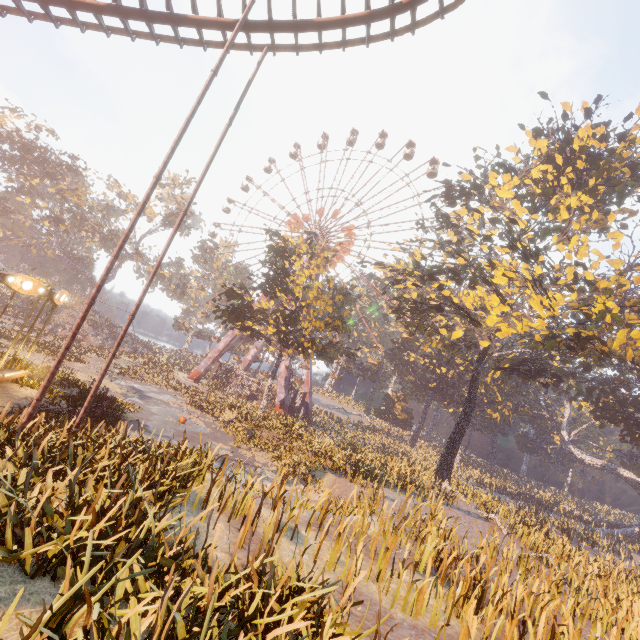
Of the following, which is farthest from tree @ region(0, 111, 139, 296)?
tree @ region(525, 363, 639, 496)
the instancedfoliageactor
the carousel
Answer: tree @ region(525, 363, 639, 496)

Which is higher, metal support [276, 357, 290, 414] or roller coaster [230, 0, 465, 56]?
roller coaster [230, 0, 465, 56]

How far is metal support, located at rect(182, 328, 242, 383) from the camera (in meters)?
45.19

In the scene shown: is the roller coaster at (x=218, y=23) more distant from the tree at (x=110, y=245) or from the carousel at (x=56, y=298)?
the tree at (x=110, y=245)

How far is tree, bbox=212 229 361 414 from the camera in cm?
2709

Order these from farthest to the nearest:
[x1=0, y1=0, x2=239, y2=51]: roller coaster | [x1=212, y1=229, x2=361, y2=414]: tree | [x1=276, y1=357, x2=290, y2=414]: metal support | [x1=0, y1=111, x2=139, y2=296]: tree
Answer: [x1=0, y1=111, x2=139, y2=296]: tree → [x1=276, y1=357, x2=290, y2=414]: metal support → [x1=212, y1=229, x2=361, y2=414]: tree → [x1=0, y1=0, x2=239, y2=51]: roller coaster

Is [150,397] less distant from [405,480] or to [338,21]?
[405,480]

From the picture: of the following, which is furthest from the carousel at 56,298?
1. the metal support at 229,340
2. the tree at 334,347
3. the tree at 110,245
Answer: the tree at 110,245
